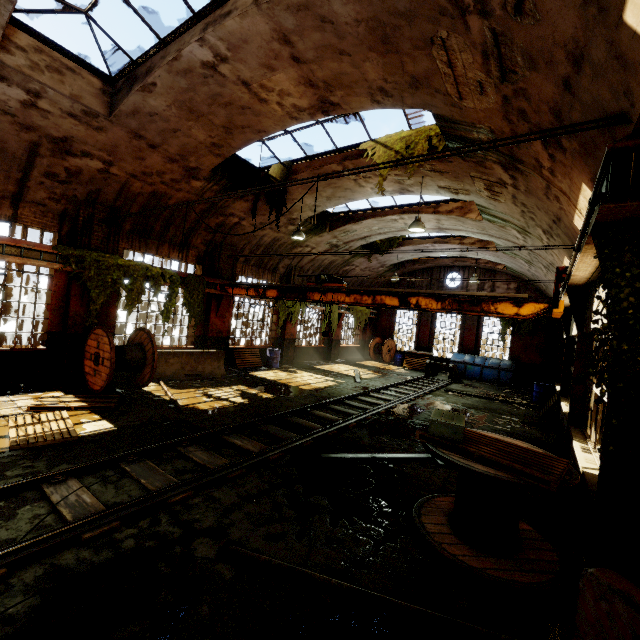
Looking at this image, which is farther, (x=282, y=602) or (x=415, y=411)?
(x=415, y=411)

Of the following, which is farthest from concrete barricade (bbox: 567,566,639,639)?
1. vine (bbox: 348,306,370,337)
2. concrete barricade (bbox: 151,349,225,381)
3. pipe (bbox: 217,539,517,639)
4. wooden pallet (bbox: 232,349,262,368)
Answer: vine (bbox: 348,306,370,337)

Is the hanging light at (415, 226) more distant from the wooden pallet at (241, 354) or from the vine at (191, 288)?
the wooden pallet at (241, 354)

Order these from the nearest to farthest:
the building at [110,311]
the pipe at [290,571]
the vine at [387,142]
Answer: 1. the pipe at [290,571]
2. the vine at [387,142]
3. the building at [110,311]

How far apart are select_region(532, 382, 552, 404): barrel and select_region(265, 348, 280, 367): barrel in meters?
12.4 m

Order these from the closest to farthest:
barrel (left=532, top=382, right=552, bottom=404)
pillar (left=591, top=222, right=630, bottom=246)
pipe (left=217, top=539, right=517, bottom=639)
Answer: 1. pipe (left=217, top=539, right=517, bottom=639)
2. pillar (left=591, top=222, right=630, bottom=246)
3. barrel (left=532, top=382, right=552, bottom=404)

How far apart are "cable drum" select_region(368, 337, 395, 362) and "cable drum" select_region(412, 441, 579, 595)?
19.1 meters

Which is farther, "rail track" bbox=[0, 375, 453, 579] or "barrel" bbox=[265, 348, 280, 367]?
"barrel" bbox=[265, 348, 280, 367]
